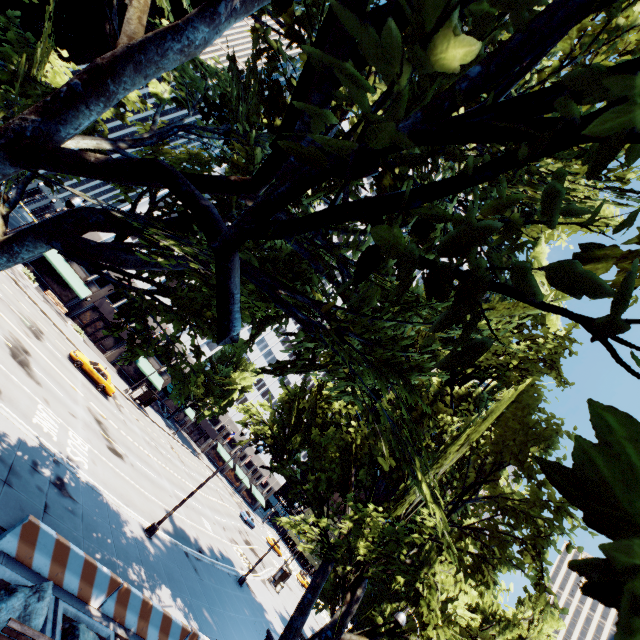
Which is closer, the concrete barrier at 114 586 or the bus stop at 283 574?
the concrete barrier at 114 586

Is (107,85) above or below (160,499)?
above

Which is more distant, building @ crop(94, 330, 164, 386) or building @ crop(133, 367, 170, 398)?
building @ crop(133, 367, 170, 398)

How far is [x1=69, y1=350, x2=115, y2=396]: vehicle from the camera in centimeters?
2844cm

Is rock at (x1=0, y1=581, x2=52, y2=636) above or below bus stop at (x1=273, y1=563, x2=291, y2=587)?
below

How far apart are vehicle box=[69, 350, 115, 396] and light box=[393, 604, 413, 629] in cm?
2912

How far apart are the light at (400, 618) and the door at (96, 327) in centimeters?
4682cm

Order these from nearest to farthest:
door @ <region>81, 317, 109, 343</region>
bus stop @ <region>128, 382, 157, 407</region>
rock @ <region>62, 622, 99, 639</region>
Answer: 1. rock @ <region>62, 622, 99, 639</region>
2. bus stop @ <region>128, 382, 157, 407</region>
3. door @ <region>81, 317, 109, 343</region>
